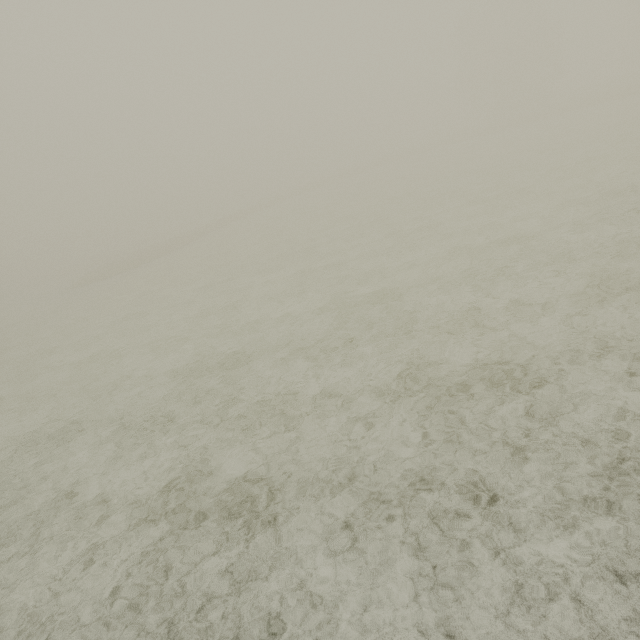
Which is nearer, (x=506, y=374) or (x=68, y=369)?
(x=506, y=374)
